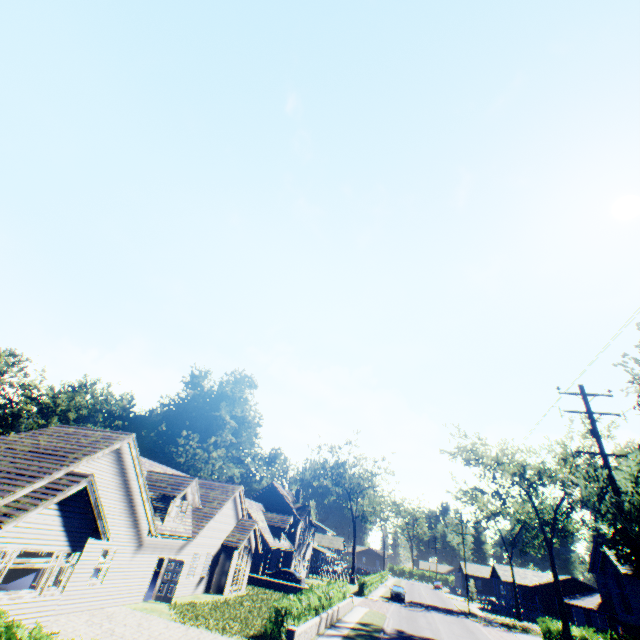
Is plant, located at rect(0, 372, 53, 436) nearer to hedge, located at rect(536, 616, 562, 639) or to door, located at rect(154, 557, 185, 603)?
door, located at rect(154, 557, 185, 603)

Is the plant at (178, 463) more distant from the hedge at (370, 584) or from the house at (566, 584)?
the house at (566, 584)

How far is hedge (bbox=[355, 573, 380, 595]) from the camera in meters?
40.4

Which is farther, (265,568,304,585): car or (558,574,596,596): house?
(558,574,596,596): house

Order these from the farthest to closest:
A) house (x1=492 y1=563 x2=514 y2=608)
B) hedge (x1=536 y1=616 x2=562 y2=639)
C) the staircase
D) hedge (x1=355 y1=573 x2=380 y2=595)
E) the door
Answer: house (x1=492 y1=563 x2=514 y2=608) < hedge (x1=355 y1=573 x2=380 y2=595) < hedge (x1=536 y1=616 x2=562 y2=639) < the door < the staircase

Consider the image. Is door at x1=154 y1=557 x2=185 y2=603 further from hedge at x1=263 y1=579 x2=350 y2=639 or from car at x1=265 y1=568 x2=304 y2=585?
car at x1=265 y1=568 x2=304 y2=585

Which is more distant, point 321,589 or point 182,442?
point 182,442

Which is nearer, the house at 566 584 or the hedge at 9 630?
the hedge at 9 630
